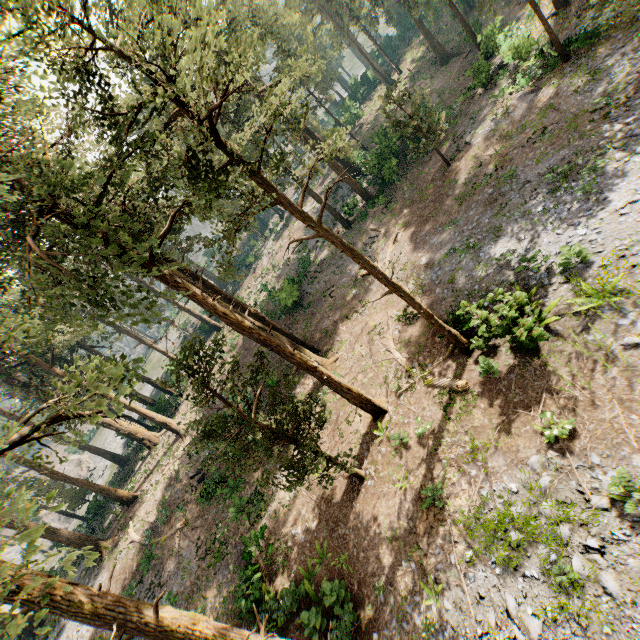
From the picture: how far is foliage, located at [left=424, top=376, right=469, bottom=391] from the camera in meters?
12.8 m

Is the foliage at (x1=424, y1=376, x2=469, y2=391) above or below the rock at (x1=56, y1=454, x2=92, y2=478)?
below

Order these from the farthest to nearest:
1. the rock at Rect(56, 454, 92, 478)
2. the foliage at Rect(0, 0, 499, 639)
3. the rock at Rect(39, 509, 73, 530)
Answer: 1. the rock at Rect(56, 454, 92, 478)
2. the rock at Rect(39, 509, 73, 530)
3. the foliage at Rect(0, 0, 499, 639)

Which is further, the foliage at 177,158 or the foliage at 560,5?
the foliage at 560,5

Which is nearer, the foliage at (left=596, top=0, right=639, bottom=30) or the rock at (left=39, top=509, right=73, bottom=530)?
the foliage at (left=596, top=0, right=639, bottom=30)

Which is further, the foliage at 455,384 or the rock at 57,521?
the rock at 57,521

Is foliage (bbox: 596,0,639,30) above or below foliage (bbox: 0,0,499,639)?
below

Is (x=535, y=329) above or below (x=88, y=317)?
below
